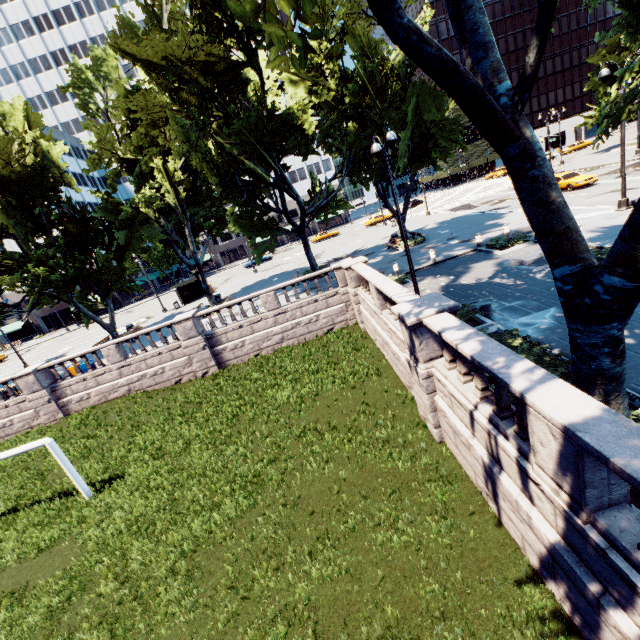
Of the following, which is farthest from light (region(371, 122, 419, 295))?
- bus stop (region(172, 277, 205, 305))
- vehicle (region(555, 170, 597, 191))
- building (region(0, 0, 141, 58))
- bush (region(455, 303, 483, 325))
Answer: building (region(0, 0, 141, 58))

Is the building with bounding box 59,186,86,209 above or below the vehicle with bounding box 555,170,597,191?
above

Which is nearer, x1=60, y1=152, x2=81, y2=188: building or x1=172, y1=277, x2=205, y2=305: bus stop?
x1=172, y1=277, x2=205, y2=305: bus stop

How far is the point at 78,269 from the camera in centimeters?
2448cm

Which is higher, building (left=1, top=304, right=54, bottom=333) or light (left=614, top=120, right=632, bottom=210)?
building (left=1, top=304, right=54, bottom=333)

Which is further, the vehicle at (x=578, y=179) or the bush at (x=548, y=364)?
the vehicle at (x=578, y=179)

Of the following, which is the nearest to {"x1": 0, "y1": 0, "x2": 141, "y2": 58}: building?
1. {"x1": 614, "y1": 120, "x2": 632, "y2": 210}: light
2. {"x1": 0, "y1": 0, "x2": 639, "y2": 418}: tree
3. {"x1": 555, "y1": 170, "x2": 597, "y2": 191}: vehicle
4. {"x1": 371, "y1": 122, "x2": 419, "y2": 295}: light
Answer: {"x1": 0, "y1": 0, "x2": 639, "y2": 418}: tree

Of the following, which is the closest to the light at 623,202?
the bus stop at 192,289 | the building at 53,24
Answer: the bus stop at 192,289
